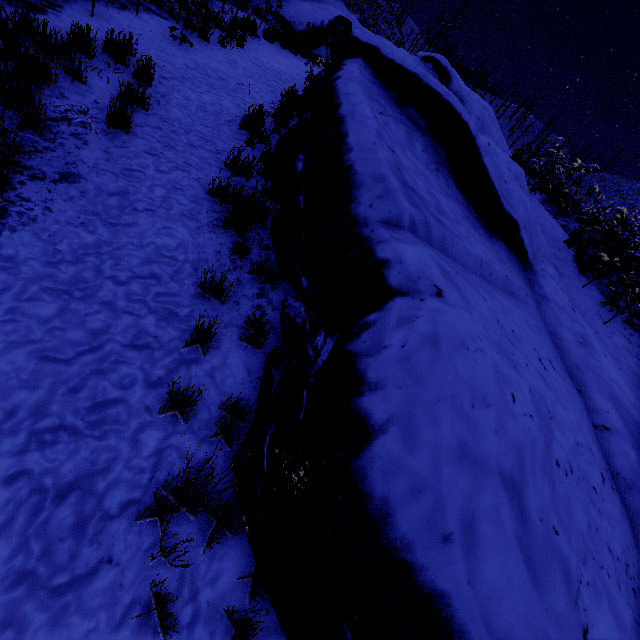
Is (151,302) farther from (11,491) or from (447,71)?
Answer: (447,71)
